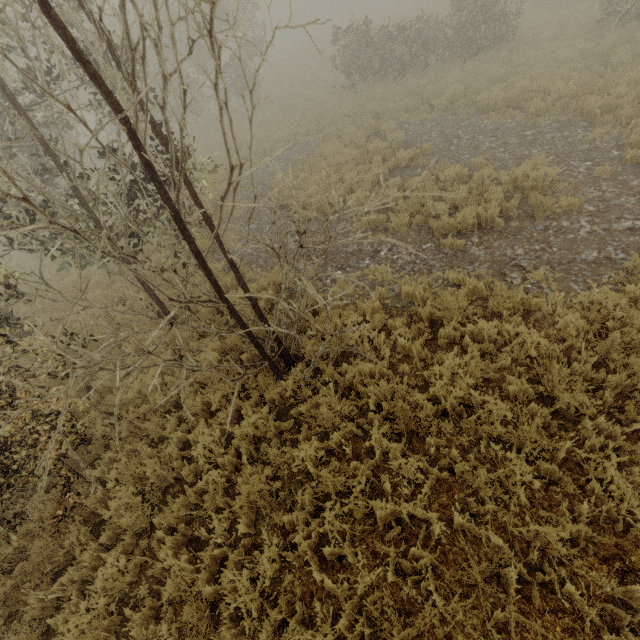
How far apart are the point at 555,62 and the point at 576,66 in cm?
196
